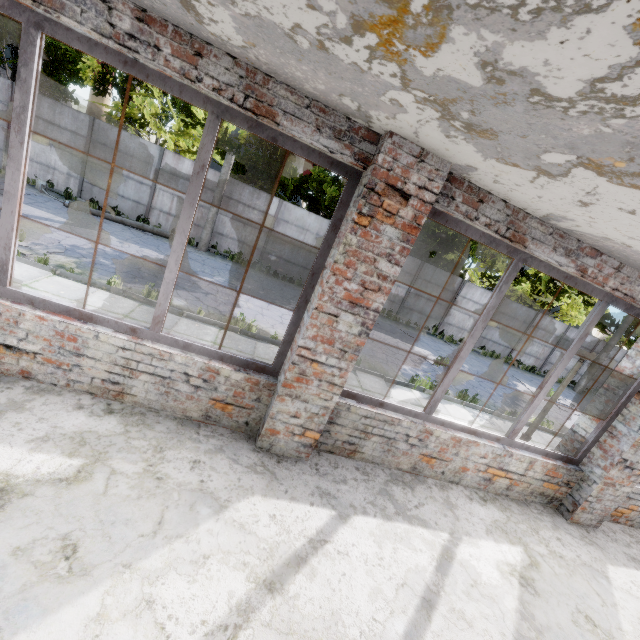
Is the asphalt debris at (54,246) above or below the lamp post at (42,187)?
below

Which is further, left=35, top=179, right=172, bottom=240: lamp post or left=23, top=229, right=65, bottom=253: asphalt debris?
left=35, top=179, right=172, bottom=240: lamp post

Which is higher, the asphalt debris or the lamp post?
the lamp post

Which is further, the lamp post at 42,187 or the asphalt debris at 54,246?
the lamp post at 42,187

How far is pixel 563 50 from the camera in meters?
1.1 m

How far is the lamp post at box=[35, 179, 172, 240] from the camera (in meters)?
13.18

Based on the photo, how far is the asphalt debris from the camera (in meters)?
8.75
